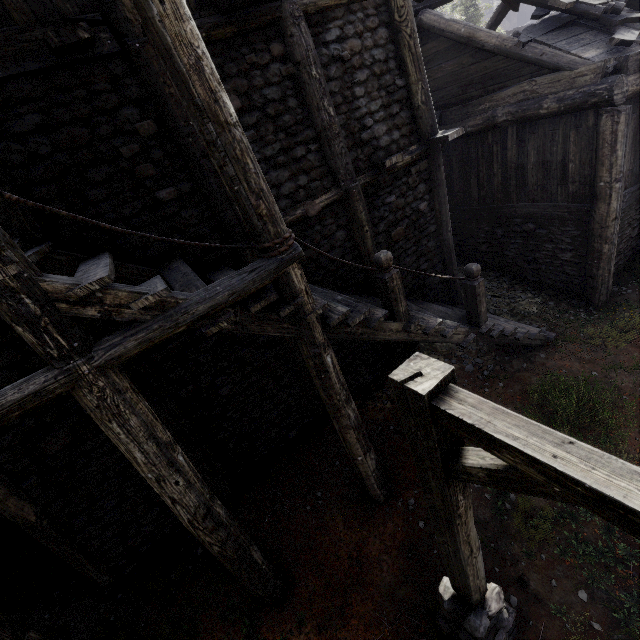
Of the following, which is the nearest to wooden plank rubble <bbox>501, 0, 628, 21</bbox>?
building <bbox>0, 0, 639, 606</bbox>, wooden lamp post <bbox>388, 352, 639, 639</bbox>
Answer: building <bbox>0, 0, 639, 606</bbox>

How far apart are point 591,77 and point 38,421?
12.2m

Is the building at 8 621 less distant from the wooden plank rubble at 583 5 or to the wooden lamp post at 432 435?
the wooden plank rubble at 583 5

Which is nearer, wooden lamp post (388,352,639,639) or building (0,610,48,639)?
wooden lamp post (388,352,639,639)

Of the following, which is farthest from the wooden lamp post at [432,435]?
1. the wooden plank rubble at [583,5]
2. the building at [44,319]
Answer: the wooden plank rubble at [583,5]

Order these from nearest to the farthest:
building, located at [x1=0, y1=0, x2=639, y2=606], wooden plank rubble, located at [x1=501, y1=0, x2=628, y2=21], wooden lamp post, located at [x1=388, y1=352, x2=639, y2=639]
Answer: wooden lamp post, located at [x1=388, y1=352, x2=639, y2=639], building, located at [x1=0, y1=0, x2=639, y2=606], wooden plank rubble, located at [x1=501, y1=0, x2=628, y2=21]
